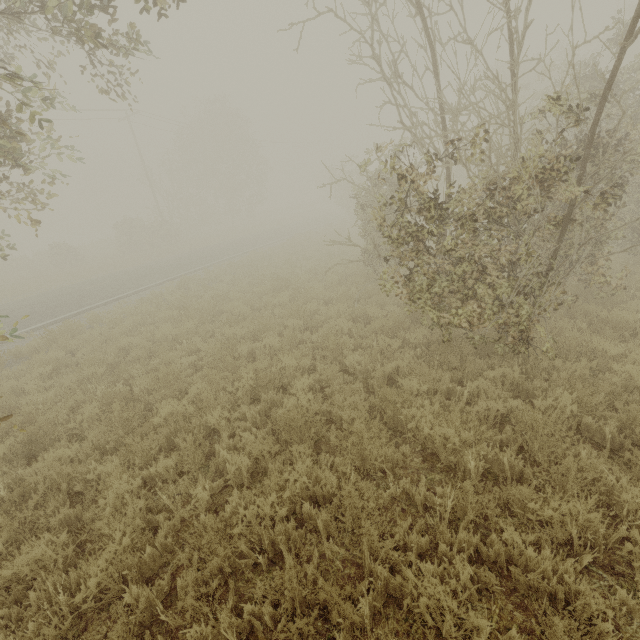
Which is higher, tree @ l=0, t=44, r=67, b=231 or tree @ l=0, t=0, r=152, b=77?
tree @ l=0, t=0, r=152, b=77

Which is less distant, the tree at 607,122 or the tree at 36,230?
the tree at 36,230

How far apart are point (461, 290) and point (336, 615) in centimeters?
463cm

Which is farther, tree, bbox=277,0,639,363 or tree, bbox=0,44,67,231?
tree, bbox=277,0,639,363

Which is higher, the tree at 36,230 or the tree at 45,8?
the tree at 45,8
